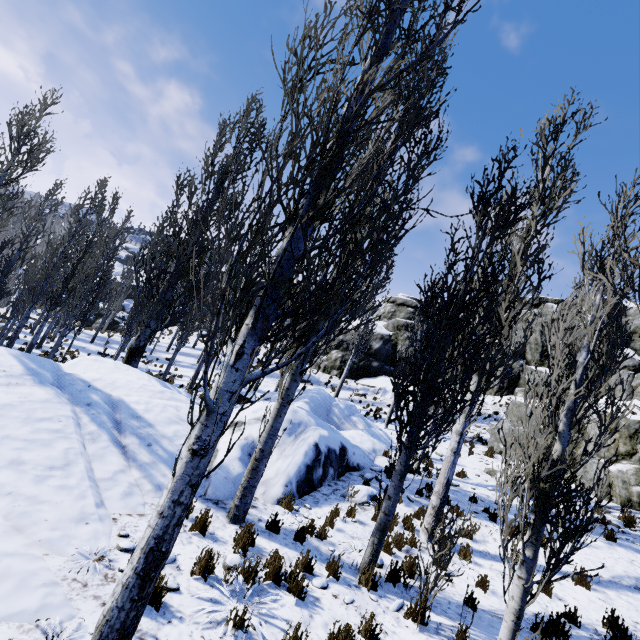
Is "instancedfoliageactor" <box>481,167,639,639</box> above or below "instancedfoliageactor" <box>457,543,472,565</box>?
above

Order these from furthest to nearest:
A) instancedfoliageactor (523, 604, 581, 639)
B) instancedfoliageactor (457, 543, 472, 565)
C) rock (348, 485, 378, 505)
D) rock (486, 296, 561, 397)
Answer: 1. rock (486, 296, 561, 397)
2. rock (348, 485, 378, 505)
3. instancedfoliageactor (457, 543, 472, 565)
4. instancedfoliageactor (523, 604, 581, 639)

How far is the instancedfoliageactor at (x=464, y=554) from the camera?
7.1 meters

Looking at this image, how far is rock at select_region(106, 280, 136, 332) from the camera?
38.9m

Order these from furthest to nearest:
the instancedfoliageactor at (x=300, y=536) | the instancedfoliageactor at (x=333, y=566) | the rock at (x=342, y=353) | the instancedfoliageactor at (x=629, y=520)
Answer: the rock at (x=342, y=353) → the instancedfoliageactor at (x=629, y=520) → the instancedfoliageactor at (x=300, y=536) → the instancedfoliageactor at (x=333, y=566)

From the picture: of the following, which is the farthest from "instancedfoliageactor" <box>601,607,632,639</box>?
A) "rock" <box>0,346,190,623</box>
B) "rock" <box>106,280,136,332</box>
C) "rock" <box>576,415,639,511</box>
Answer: "rock" <box>576,415,639,511</box>

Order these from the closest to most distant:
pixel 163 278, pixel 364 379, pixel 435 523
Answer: pixel 435 523 < pixel 163 278 < pixel 364 379
